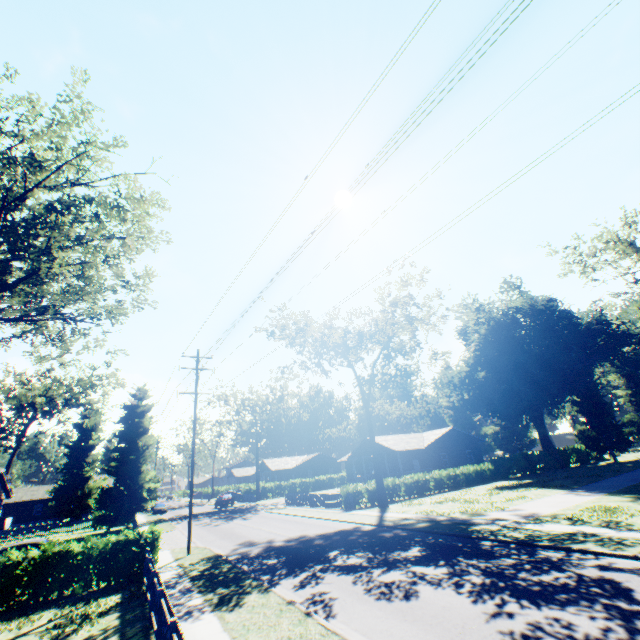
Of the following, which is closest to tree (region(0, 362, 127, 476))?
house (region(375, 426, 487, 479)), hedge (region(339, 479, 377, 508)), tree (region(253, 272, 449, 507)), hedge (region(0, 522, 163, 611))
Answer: hedge (region(0, 522, 163, 611))

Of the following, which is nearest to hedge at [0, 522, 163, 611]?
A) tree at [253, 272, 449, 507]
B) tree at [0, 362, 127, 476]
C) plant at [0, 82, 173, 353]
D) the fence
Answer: the fence

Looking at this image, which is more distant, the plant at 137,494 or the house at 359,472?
the house at 359,472

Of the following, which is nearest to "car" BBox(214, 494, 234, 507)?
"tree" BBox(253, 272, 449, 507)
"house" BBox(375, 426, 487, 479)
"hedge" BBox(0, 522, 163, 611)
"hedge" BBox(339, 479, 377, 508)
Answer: "house" BBox(375, 426, 487, 479)

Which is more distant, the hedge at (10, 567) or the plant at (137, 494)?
the plant at (137, 494)

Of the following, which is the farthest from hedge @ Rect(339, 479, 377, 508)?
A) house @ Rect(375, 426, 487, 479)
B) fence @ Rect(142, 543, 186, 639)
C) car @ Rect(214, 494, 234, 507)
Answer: car @ Rect(214, 494, 234, 507)

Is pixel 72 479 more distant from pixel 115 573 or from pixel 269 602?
pixel 269 602

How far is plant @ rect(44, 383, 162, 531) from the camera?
35.50m
